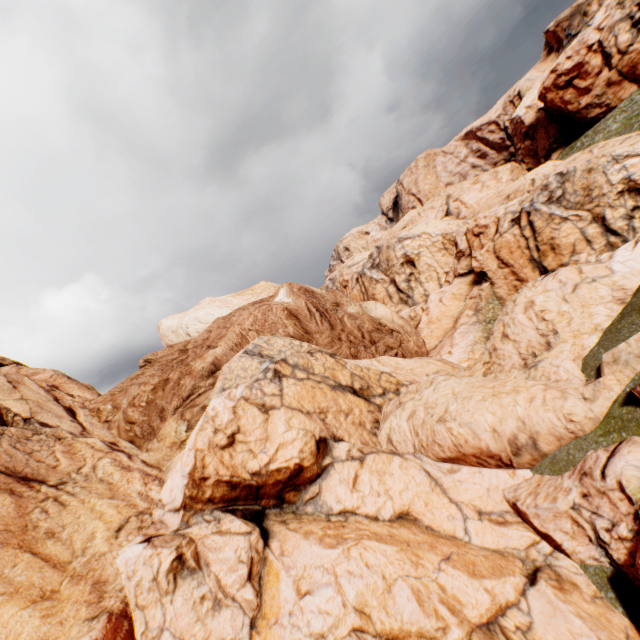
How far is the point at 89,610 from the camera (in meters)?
7.81
